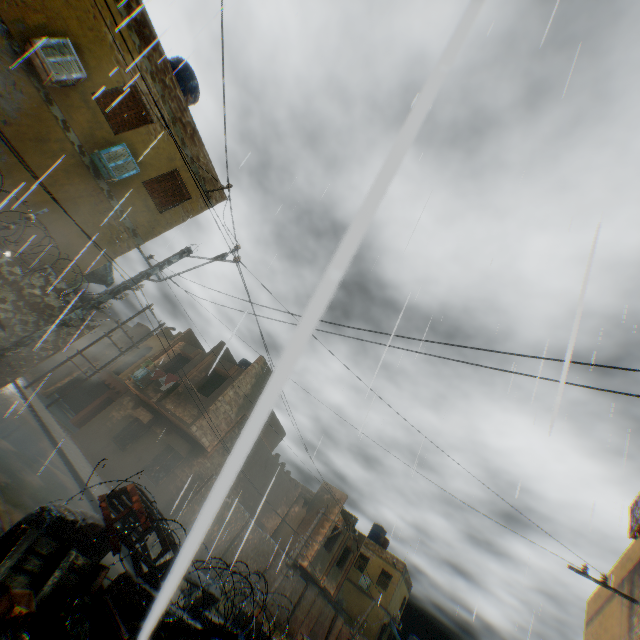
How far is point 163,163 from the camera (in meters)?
11.05

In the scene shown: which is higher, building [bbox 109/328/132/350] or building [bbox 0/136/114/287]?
building [bbox 109/328/132/350]

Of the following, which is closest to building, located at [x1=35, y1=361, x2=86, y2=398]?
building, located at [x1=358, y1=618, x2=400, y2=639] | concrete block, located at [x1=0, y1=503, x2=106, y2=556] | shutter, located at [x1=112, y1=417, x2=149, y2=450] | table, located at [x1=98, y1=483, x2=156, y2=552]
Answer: shutter, located at [x1=112, y1=417, x2=149, y2=450]

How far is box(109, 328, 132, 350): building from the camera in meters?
26.9

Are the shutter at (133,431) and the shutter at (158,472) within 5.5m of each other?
yes

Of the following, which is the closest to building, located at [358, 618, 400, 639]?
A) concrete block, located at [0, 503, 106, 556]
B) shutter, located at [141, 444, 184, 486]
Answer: shutter, located at [141, 444, 184, 486]

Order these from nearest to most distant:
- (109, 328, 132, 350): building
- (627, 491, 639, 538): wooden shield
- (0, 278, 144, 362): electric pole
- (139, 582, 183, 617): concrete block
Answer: (139, 582, 183, 617): concrete block → (0, 278, 144, 362): electric pole → (627, 491, 639, 538): wooden shield → (109, 328, 132, 350): building

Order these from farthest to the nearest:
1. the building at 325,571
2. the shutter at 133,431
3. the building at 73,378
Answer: the building at 73,378, the building at 325,571, the shutter at 133,431
